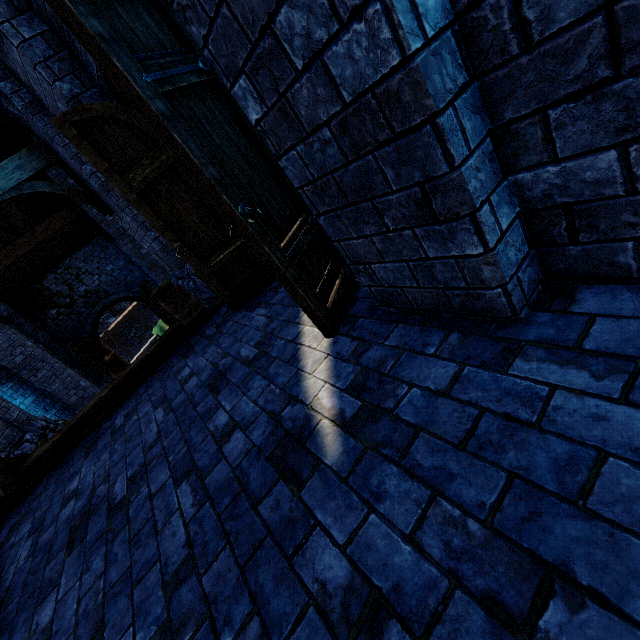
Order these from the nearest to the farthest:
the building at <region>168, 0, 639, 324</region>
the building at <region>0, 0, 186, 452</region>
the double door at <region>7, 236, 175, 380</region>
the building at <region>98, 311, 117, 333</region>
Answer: the building at <region>168, 0, 639, 324</region> < the building at <region>0, 0, 186, 452</region> < the double door at <region>7, 236, 175, 380</region> < the building at <region>98, 311, 117, 333</region>

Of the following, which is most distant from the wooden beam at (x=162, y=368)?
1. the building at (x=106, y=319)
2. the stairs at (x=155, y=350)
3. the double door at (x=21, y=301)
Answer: the building at (x=106, y=319)

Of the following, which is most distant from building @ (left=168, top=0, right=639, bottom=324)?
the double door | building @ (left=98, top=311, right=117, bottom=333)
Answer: building @ (left=98, top=311, right=117, bottom=333)

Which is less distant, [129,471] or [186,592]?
[186,592]

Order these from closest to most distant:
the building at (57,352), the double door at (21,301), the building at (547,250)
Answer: the building at (547,250)
the building at (57,352)
the double door at (21,301)

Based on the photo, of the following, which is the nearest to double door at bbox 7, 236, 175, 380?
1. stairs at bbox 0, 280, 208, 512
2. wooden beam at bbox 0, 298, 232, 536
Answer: stairs at bbox 0, 280, 208, 512

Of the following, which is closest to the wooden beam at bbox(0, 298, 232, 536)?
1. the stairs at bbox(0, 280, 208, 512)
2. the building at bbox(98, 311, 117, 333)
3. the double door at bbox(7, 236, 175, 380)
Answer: the stairs at bbox(0, 280, 208, 512)

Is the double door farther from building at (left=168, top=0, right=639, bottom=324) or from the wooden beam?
the wooden beam
